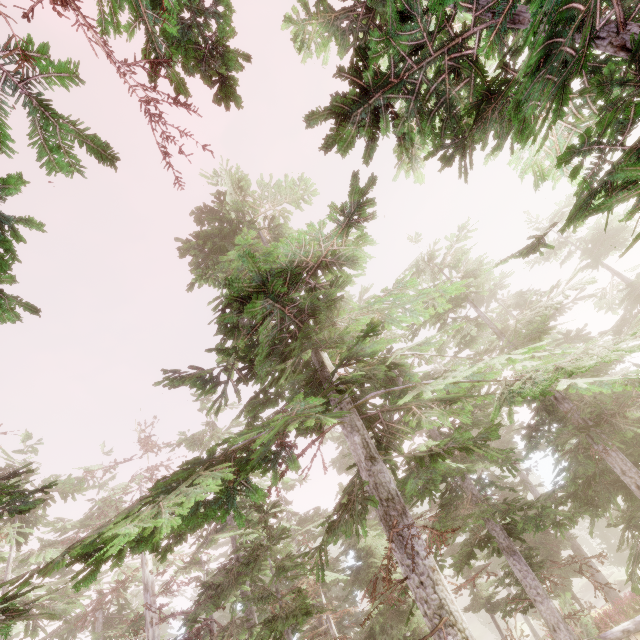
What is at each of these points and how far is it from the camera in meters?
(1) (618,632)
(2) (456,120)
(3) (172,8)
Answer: (1) tree, 16.8 m
(2) instancedfoliageactor, 6.7 m
(3) instancedfoliageactor, 3.1 m

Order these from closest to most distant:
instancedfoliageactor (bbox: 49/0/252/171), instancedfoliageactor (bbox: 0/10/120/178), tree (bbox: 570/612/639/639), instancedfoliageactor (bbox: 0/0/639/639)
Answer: instancedfoliageactor (bbox: 0/10/120/178)
instancedfoliageactor (bbox: 49/0/252/171)
instancedfoliageactor (bbox: 0/0/639/639)
tree (bbox: 570/612/639/639)

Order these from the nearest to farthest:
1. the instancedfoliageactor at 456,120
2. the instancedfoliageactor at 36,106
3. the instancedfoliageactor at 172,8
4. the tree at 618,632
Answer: the instancedfoliageactor at 36,106 → the instancedfoliageactor at 172,8 → the instancedfoliageactor at 456,120 → the tree at 618,632

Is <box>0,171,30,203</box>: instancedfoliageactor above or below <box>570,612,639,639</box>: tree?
above

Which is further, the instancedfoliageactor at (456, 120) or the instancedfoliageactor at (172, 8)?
the instancedfoliageactor at (456, 120)

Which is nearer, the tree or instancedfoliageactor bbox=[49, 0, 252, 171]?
instancedfoliageactor bbox=[49, 0, 252, 171]
